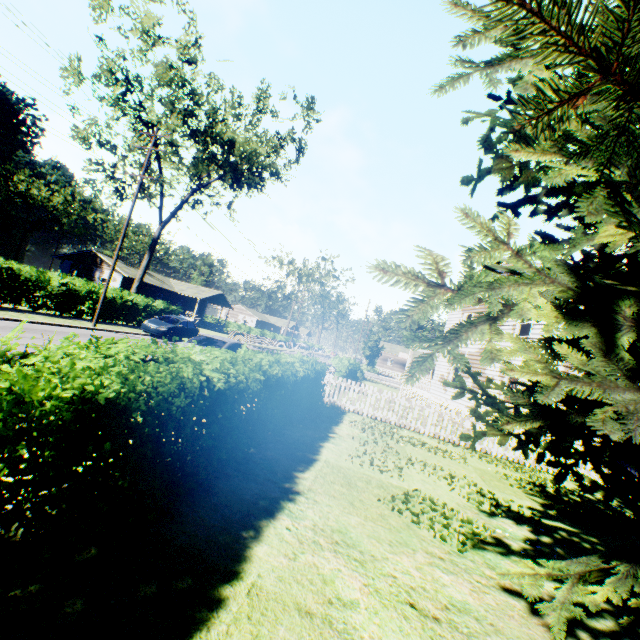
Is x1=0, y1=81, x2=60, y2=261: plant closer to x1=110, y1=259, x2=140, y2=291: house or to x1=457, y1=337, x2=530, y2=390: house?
x1=457, y1=337, x2=530, y2=390: house

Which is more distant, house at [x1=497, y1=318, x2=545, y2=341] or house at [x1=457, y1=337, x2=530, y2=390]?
house at [x1=457, y1=337, x2=530, y2=390]

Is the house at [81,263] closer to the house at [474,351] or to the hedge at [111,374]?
the house at [474,351]

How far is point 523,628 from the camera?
3.5 meters

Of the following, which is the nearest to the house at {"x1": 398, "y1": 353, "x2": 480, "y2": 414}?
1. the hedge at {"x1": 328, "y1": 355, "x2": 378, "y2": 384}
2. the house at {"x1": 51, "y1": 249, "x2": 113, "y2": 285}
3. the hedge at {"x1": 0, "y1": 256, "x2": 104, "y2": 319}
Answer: the hedge at {"x1": 328, "y1": 355, "x2": 378, "y2": 384}

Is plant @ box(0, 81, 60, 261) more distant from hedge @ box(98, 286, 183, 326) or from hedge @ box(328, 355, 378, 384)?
hedge @ box(98, 286, 183, 326)

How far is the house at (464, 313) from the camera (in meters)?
20.18

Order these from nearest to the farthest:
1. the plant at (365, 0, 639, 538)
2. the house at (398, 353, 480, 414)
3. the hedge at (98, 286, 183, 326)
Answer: the plant at (365, 0, 639, 538), the house at (398, 353, 480, 414), the hedge at (98, 286, 183, 326)
